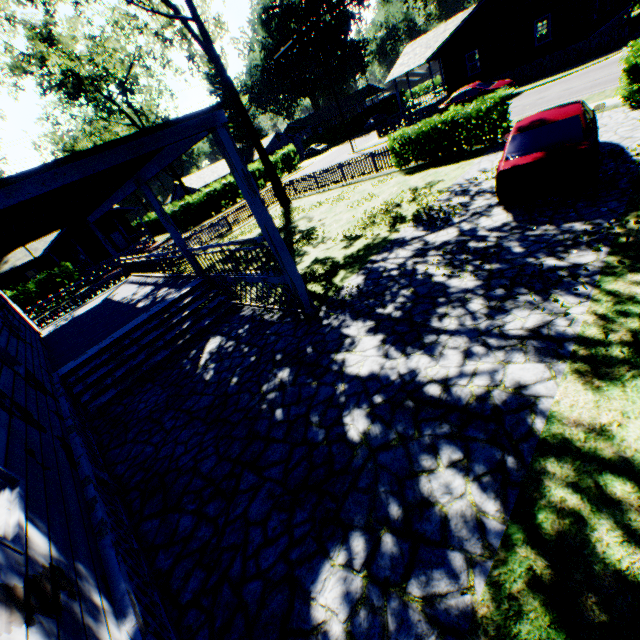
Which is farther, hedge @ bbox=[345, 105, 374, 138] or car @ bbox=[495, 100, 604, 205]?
hedge @ bbox=[345, 105, 374, 138]

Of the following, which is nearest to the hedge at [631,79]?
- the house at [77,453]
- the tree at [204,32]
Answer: the house at [77,453]

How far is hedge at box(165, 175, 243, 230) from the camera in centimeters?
3659cm

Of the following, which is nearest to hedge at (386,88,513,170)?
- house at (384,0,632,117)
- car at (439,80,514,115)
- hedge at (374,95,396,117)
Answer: car at (439,80,514,115)

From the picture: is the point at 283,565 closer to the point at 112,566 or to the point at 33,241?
the point at 112,566

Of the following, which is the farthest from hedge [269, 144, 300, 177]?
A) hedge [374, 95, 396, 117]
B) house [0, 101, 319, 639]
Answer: house [0, 101, 319, 639]

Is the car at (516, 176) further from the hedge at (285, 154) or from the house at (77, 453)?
the hedge at (285, 154)

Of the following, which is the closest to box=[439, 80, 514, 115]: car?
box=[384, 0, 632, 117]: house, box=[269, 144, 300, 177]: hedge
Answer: box=[384, 0, 632, 117]: house
